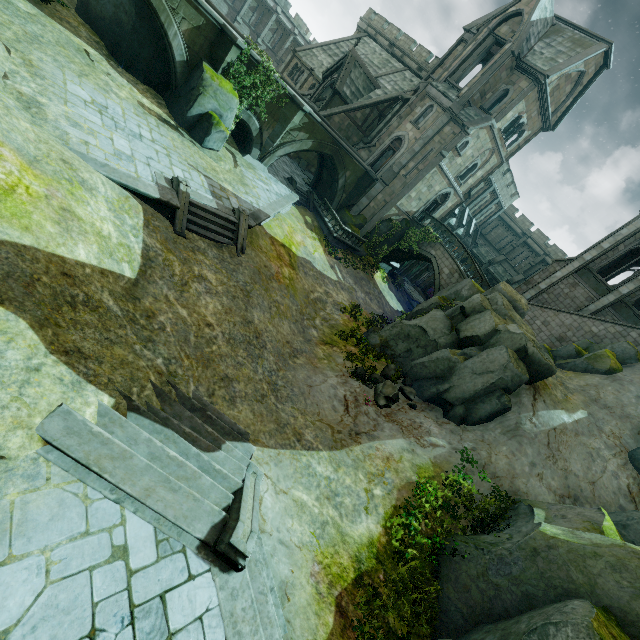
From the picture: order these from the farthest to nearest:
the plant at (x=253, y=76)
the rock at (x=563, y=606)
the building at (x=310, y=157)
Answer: the building at (x=310, y=157)
the plant at (x=253, y=76)
the rock at (x=563, y=606)

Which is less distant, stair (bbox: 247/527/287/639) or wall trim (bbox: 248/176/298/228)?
stair (bbox: 247/527/287/639)

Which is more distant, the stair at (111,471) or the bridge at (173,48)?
the bridge at (173,48)

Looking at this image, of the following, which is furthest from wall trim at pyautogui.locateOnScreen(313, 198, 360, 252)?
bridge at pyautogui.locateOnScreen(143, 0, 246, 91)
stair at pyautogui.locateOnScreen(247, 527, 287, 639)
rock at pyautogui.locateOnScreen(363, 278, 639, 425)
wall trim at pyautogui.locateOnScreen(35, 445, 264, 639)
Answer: wall trim at pyautogui.locateOnScreen(35, 445, 264, 639)

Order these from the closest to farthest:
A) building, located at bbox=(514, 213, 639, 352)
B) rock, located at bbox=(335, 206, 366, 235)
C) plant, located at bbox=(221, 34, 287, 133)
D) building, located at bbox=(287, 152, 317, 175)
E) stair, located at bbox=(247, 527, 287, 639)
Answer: stair, located at bbox=(247, 527, 287, 639) < plant, located at bbox=(221, 34, 287, 133) < building, located at bbox=(514, 213, 639, 352) < rock, located at bbox=(335, 206, 366, 235) < building, located at bbox=(287, 152, 317, 175)

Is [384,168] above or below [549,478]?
above

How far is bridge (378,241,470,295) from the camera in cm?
2770

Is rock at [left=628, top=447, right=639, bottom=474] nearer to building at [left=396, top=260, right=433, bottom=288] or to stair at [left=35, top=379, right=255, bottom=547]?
building at [left=396, top=260, right=433, bottom=288]
